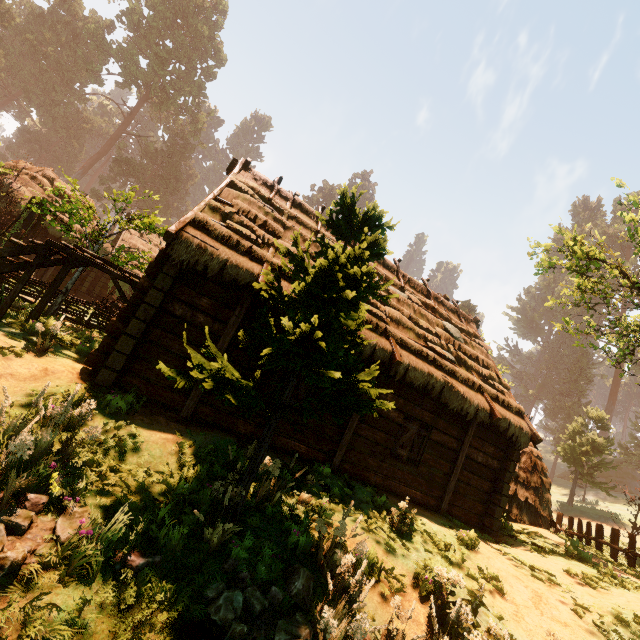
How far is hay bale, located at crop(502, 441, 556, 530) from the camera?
11.34m

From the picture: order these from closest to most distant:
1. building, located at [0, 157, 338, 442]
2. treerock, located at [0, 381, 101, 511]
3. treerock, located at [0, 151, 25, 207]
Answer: treerock, located at [0, 381, 101, 511] < building, located at [0, 157, 338, 442] < treerock, located at [0, 151, 25, 207]

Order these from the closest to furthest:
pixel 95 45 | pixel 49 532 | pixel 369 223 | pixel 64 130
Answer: pixel 49 532
pixel 369 223
pixel 95 45
pixel 64 130

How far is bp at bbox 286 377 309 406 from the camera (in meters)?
8.17

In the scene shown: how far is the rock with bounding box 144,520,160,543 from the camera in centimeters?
417cm

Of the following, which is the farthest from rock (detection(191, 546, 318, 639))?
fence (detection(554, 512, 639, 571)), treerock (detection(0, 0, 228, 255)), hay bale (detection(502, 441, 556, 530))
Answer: fence (detection(554, 512, 639, 571))

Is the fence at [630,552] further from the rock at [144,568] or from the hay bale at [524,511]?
the rock at [144,568]

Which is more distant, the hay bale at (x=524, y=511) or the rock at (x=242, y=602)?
the hay bale at (x=524, y=511)
